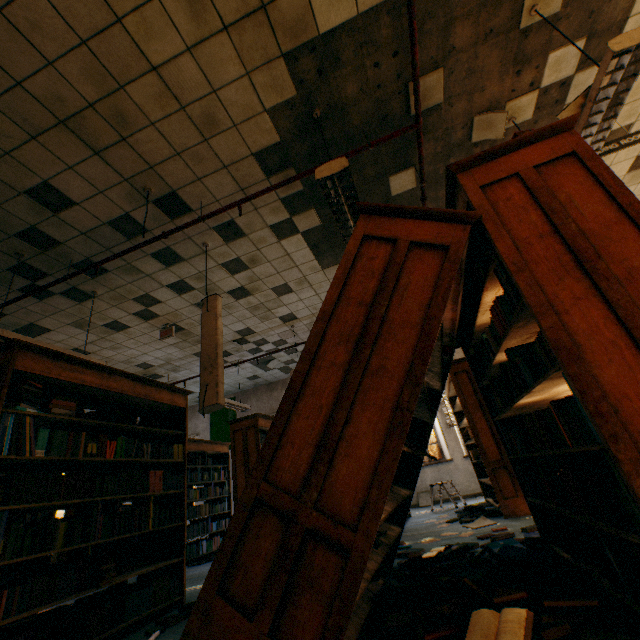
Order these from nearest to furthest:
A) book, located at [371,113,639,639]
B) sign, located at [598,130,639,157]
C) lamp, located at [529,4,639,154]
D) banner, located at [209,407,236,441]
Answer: book, located at [371,113,639,639] < lamp, located at [529,4,639,154] < sign, located at [598,130,639,157] < banner, located at [209,407,236,441]

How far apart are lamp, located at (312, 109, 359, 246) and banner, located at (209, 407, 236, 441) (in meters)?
7.89

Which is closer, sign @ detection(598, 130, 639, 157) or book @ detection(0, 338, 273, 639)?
book @ detection(0, 338, 273, 639)

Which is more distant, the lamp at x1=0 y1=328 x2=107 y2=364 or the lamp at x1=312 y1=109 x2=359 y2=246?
the lamp at x1=0 y1=328 x2=107 y2=364

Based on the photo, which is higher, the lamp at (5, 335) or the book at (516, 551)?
the lamp at (5, 335)

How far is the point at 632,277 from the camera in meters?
1.3 m

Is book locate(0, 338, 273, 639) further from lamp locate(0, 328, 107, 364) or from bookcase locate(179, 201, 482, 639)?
bookcase locate(179, 201, 482, 639)

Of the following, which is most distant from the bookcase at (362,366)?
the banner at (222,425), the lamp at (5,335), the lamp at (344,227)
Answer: the banner at (222,425)
